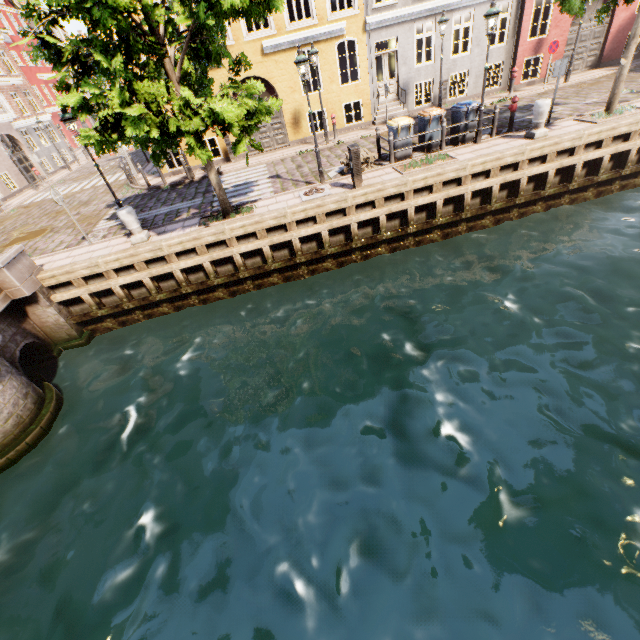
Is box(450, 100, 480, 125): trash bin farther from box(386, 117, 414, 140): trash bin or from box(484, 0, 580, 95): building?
box(484, 0, 580, 95): building

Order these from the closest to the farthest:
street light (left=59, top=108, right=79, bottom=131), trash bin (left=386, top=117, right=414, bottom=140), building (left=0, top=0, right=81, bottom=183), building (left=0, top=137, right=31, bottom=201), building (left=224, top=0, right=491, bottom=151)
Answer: street light (left=59, top=108, right=79, bottom=131), trash bin (left=386, top=117, right=414, bottom=140), building (left=224, top=0, right=491, bottom=151), building (left=0, top=137, right=31, bottom=201), building (left=0, top=0, right=81, bottom=183)

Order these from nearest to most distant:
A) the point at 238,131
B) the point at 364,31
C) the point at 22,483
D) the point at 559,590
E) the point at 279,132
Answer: the point at 559,590
the point at 22,483
the point at 238,131
the point at 364,31
the point at 279,132

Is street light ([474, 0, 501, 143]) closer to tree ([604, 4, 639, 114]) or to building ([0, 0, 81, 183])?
tree ([604, 4, 639, 114])

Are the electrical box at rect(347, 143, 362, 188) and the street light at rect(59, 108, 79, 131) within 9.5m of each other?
yes

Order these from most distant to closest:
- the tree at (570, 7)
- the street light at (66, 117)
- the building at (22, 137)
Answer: the building at (22, 137) < the tree at (570, 7) < the street light at (66, 117)

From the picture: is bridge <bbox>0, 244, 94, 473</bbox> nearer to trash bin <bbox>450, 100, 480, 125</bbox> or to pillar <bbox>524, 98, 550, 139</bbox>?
trash bin <bbox>450, 100, 480, 125</bbox>

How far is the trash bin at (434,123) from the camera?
11.6m
